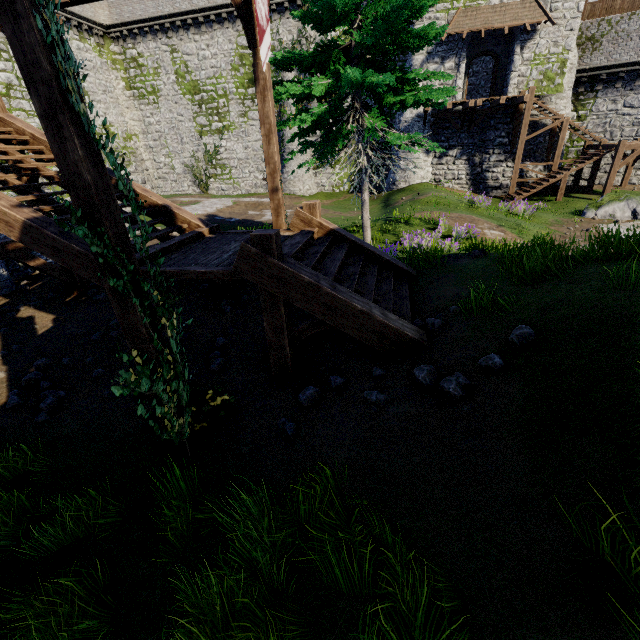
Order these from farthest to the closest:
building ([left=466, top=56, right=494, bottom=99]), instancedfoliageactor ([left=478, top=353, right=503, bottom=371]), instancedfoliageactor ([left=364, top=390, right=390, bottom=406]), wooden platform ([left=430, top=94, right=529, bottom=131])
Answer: building ([left=466, top=56, right=494, bottom=99]) → wooden platform ([left=430, top=94, right=529, bottom=131]) → instancedfoliageactor ([left=364, top=390, right=390, bottom=406]) → instancedfoliageactor ([left=478, top=353, right=503, bottom=371])

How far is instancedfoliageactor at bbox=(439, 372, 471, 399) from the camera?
3.6m

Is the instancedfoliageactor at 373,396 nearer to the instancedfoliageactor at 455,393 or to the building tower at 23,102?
the instancedfoliageactor at 455,393

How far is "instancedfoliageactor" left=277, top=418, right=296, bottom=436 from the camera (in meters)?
4.45

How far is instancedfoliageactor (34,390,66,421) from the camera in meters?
5.9

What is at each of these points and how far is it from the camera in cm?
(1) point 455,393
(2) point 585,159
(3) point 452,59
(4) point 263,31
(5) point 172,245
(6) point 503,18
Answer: (1) instancedfoliageactor, 361
(2) stairs, 2073
(3) building, 2117
(4) flag, 628
(5) wooden support, 660
(6) awning, 1941

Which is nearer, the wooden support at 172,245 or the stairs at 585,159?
the wooden support at 172,245

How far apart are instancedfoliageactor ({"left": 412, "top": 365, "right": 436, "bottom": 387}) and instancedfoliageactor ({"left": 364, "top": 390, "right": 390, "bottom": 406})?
0.35m
